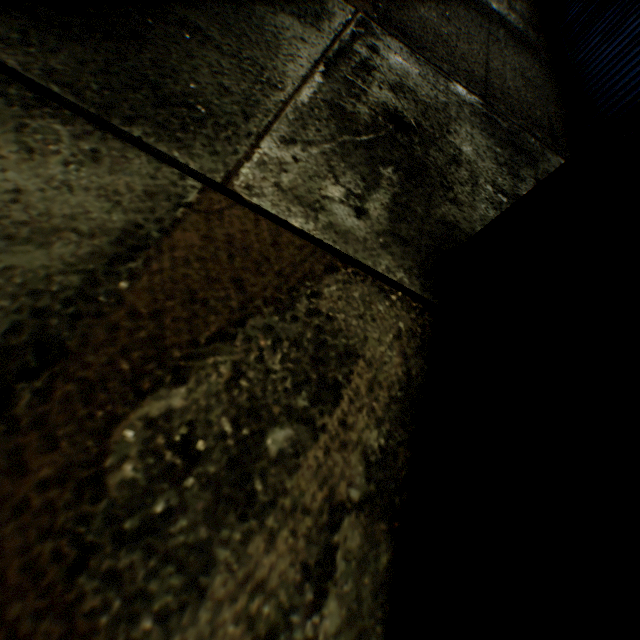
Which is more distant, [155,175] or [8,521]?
[155,175]
